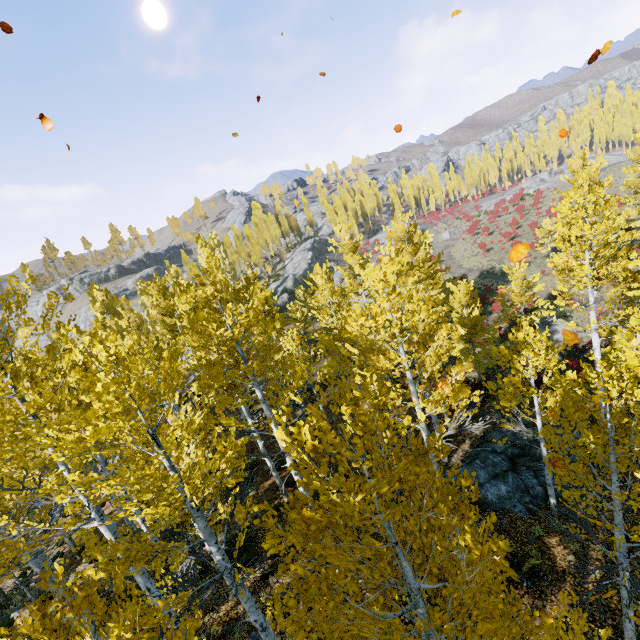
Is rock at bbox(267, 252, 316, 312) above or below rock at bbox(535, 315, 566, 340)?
above

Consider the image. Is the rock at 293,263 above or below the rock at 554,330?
above

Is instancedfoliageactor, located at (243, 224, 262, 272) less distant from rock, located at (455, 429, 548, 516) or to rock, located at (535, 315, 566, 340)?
rock, located at (455, 429, 548, 516)

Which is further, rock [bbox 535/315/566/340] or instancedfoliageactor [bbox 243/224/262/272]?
instancedfoliageactor [bbox 243/224/262/272]

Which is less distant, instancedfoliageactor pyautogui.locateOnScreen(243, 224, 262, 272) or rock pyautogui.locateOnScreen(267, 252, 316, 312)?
rock pyautogui.locateOnScreen(267, 252, 316, 312)

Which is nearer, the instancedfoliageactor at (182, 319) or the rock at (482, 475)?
the instancedfoliageactor at (182, 319)

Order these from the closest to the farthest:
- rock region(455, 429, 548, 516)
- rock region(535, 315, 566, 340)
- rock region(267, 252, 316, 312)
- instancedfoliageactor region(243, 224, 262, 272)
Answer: rock region(455, 429, 548, 516)
rock region(535, 315, 566, 340)
rock region(267, 252, 316, 312)
instancedfoliageactor region(243, 224, 262, 272)

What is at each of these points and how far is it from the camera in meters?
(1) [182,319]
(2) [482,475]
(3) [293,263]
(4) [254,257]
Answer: (1) instancedfoliageactor, 22.4
(2) rock, 12.5
(3) rock, 59.4
(4) instancedfoliageactor, 56.5
